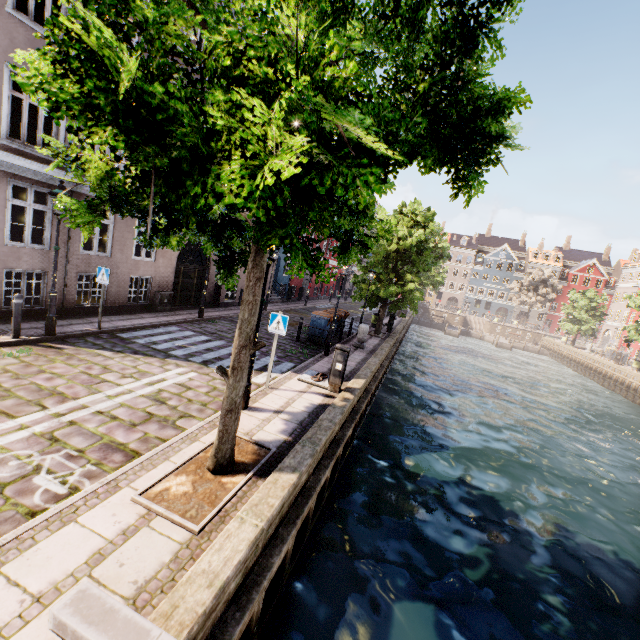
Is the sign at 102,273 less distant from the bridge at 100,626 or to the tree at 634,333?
the tree at 634,333

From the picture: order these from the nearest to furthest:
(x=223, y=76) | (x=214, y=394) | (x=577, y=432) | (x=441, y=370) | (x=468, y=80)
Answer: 1. (x=223, y=76)
2. (x=468, y=80)
3. (x=214, y=394)
4. (x=577, y=432)
5. (x=441, y=370)

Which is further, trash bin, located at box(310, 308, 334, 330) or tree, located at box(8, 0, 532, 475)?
trash bin, located at box(310, 308, 334, 330)

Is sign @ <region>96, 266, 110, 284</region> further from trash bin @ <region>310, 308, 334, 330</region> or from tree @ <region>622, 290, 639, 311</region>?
trash bin @ <region>310, 308, 334, 330</region>

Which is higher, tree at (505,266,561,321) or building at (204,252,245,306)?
tree at (505,266,561,321)

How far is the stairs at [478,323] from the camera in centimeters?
5522cm

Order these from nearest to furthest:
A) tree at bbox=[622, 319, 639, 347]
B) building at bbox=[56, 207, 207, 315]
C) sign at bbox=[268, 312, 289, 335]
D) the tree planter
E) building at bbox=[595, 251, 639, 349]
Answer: the tree planter < sign at bbox=[268, 312, 289, 335] < building at bbox=[56, 207, 207, 315] < tree at bbox=[622, 319, 639, 347] < building at bbox=[595, 251, 639, 349]

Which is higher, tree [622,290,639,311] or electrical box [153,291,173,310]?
tree [622,290,639,311]
